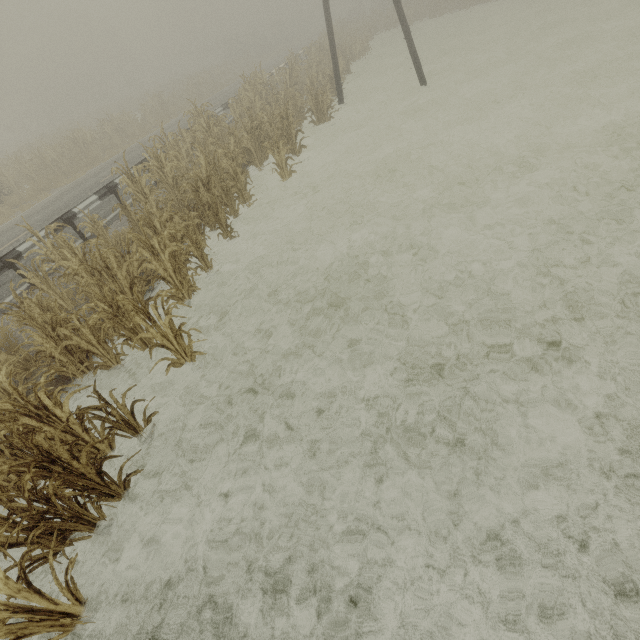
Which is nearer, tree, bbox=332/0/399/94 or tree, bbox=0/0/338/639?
tree, bbox=0/0/338/639

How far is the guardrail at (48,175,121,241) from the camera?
9.13m

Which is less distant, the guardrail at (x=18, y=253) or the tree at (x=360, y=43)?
the guardrail at (x=18, y=253)

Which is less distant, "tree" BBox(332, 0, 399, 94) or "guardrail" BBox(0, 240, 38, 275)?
"guardrail" BBox(0, 240, 38, 275)

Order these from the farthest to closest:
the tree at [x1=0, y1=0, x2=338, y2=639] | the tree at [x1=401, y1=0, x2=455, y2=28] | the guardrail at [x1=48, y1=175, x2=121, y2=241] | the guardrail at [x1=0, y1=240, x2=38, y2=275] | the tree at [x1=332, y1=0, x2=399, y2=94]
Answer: the tree at [x1=401, y1=0, x2=455, y2=28] → the tree at [x1=332, y1=0, x2=399, y2=94] → the guardrail at [x1=48, y1=175, x2=121, y2=241] → the guardrail at [x1=0, y1=240, x2=38, y2=275] → the tree at [x1=0, y1=0, x2=338, y2=639]

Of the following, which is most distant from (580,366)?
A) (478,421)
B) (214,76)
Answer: (214,76)

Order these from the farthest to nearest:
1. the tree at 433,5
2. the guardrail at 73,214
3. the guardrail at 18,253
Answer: the tree at 433,5 → the guardrail at 73,214 → the guardrail at 18,253
